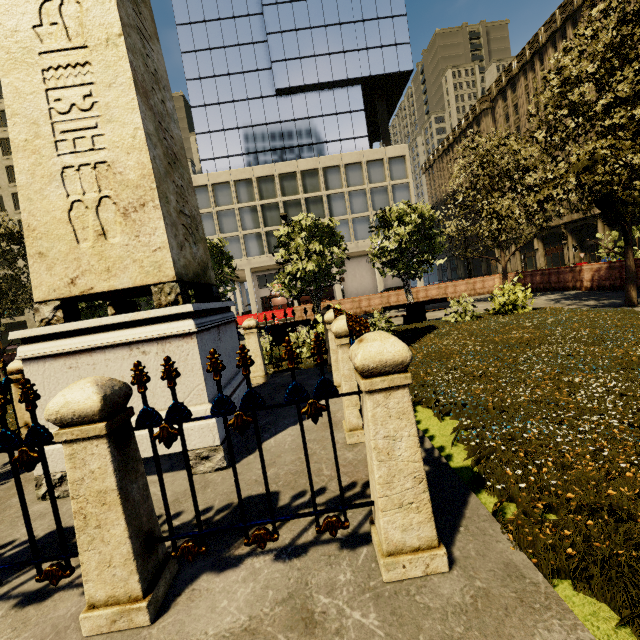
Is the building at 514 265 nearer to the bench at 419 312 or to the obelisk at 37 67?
the bench at 419 312

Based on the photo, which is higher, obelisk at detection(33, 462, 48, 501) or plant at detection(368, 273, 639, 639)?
obelisk at detection(33, 462, 48, 501)

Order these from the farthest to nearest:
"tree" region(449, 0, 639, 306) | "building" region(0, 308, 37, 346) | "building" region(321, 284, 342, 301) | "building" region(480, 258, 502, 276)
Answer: "building" region(480, 258, 502, 276) < "building" region(321, 284, 342, 301) < "building" region(0, 308, 37, 346) < "tree" region(449, 0, 639, 306)

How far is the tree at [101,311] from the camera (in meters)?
15.52

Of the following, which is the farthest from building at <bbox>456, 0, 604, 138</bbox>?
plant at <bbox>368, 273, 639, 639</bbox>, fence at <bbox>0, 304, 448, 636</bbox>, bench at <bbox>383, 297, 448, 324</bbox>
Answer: fence at <bbox>0, 304, 448, 636</bbox>

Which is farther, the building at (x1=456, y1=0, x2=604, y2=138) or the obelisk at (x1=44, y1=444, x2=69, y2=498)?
the building at (x1=456, y1=0, x2=604, y2=138)

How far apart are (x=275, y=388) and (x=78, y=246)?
3.95m

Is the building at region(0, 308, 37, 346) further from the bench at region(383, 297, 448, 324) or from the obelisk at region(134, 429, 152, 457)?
the obelisk at region(134, 429, 152, 457)
